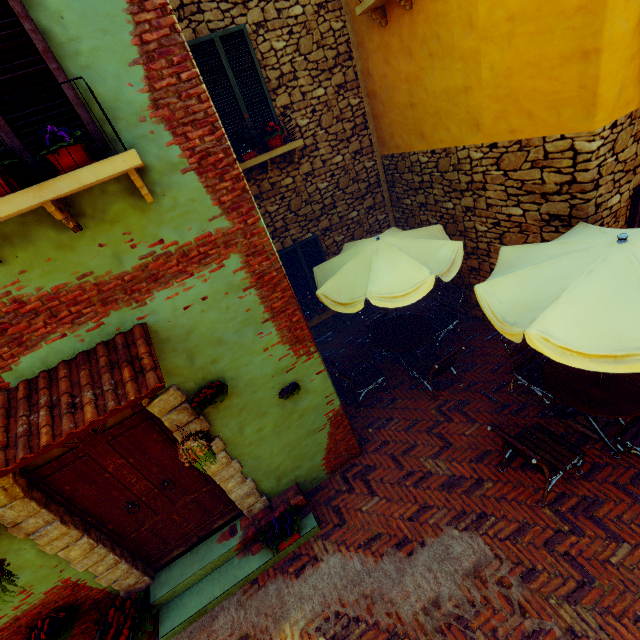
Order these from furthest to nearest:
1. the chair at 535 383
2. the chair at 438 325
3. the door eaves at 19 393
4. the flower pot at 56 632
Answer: the chair at 438 325 → the chair at 535 383 → the flower pot at 56 632 → the door eaves at 19 393

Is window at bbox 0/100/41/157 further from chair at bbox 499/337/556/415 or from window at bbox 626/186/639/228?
chair at bbox 499/337/556/415

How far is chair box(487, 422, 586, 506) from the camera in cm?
373

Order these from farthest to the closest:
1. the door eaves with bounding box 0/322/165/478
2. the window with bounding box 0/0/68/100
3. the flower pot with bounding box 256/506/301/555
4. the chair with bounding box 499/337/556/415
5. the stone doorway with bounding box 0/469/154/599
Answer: the chair with bounding box 499/337/556/415, the flower pot with bounding box 256/506/301/555, the stone doorway with bounding box 0/469/154/599, the door eaves with bounding box 0/322/165/478, the window with bounding box 0/0/68/100

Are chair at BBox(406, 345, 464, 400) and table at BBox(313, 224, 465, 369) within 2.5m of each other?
yes

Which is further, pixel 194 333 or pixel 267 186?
pixel 267 186

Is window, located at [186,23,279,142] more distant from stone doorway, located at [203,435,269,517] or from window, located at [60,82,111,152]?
stone doorway, located at [203,435,269,517]

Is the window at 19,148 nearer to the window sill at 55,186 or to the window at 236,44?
the window sill at 55,186
